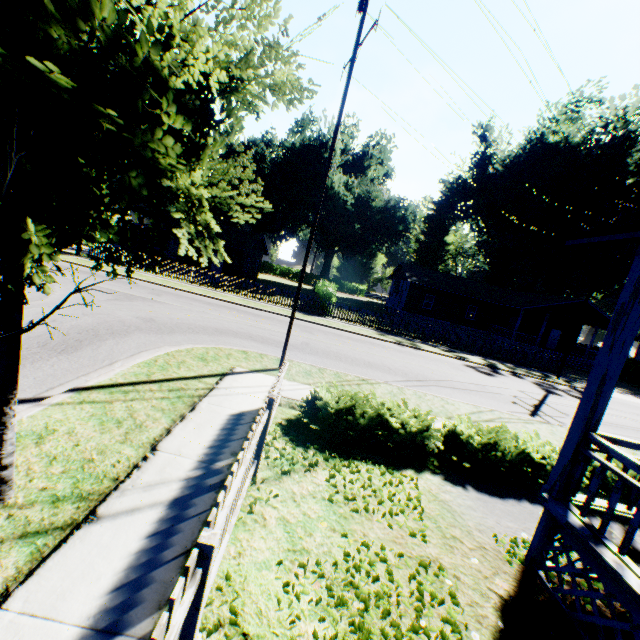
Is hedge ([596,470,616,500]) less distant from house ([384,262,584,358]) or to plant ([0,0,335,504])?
plant ([0,0,335,504])

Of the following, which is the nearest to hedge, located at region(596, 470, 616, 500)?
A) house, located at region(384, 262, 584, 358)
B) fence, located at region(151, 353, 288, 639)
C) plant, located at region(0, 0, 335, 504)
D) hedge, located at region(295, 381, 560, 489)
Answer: hedge, located at region(295, 381, 560, 489)

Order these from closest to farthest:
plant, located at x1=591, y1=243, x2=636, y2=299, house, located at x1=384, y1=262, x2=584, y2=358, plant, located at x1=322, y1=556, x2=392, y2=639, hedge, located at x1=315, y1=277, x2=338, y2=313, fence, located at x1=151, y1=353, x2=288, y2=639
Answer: fence, located at x1=151, y1=353, x2=288, y2=639, plant, located at x1=322, y1=556, x2=392, y2=639, hedge, located at x1=315, y1=277, x2=338, y2=313, house, located at x1=384, y1=262, x2=584, y2=358, plant, located at x1=591, y1=243, x2=636, y2=299

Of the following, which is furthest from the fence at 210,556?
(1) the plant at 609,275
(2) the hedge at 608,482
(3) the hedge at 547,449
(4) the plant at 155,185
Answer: (1) the plant at 609,275

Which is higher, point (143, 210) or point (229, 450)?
point (143, 210)

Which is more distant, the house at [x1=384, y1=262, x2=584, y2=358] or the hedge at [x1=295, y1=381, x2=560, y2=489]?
the house at [x1=384, y1=262, x2=584, y2=358]

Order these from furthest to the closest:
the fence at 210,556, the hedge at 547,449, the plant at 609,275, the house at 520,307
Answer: the plant at 609,275
the house at 520,307
the hedge at 547,449
the fence at 210,556

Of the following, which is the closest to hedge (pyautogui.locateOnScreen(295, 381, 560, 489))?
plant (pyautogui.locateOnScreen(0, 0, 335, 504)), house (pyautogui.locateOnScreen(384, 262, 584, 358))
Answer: plant (pyautogui.locateOnScreen(0, 0, 335, 504))
